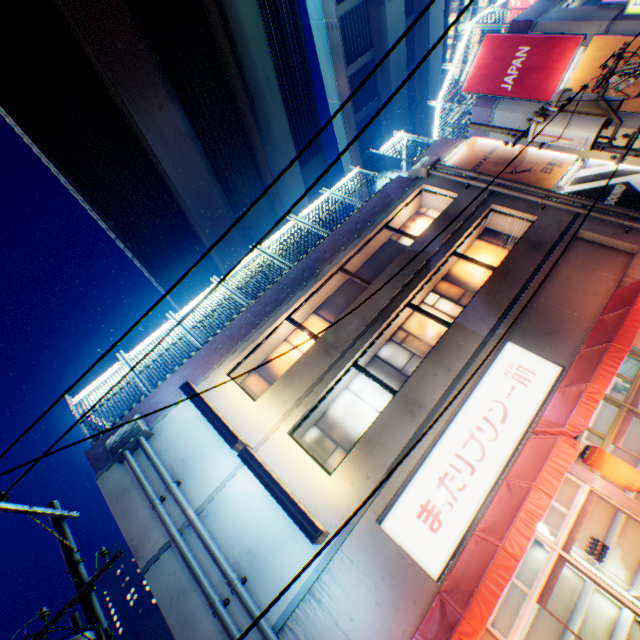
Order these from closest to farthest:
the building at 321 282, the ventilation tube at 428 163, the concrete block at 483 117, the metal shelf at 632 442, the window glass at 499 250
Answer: the metal shelf at 632 442
the building at 321 282
the window glass at 499 250
the ventilation tube at 428 163
the concrete block at 483 117

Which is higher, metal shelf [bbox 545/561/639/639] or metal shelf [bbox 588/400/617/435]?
metal shelf [bbox 588/400/617/435]

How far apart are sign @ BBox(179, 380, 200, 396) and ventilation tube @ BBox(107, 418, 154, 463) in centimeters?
143cm

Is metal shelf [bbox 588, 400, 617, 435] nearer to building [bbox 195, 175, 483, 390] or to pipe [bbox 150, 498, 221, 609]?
building [bbox 195, 175, 483, 390]

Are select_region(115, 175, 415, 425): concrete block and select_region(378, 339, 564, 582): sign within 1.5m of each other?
no

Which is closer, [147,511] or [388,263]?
[147,511]

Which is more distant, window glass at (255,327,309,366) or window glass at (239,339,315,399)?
window glass at (255,327,309,366)

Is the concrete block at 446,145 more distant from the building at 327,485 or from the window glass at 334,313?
the window glass at 334,313
